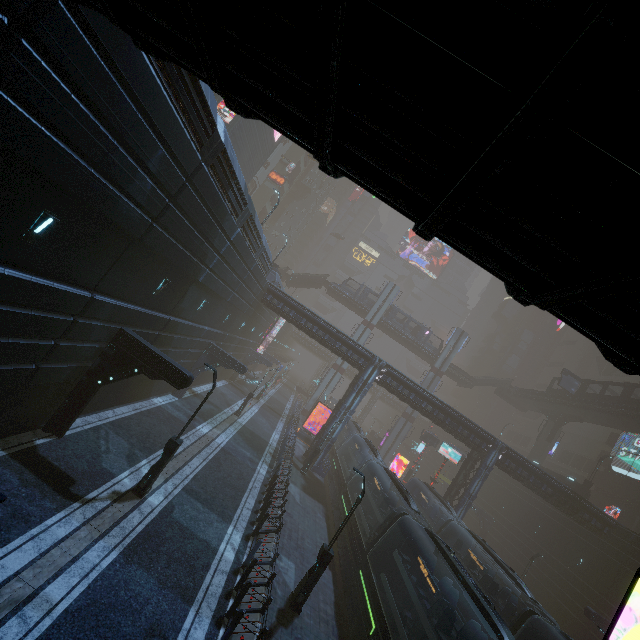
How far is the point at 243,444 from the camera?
24.7 meters

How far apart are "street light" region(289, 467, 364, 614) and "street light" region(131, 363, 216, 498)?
6.67m

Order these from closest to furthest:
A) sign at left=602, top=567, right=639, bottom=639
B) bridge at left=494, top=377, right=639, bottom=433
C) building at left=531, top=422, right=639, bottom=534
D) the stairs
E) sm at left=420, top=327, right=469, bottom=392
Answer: sign at left=602, top=567, right=639, bottom=639 → bridge at left=494, top=377, right=639, bottom=433 → building at left=531, top=422, right=639, bottom=534 → sm at left=420, top=327, right=469, bottom=392 → the stairs

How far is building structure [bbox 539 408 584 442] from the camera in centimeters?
4522cm

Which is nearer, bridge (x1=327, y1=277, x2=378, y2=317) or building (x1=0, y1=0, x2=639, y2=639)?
building (x1=0, y1=0, x2=639, y2=639)

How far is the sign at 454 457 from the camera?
37.03m

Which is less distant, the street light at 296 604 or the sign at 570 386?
the street light at 296 604

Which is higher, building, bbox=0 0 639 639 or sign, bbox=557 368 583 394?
sign, bbox=557 368 583 394
